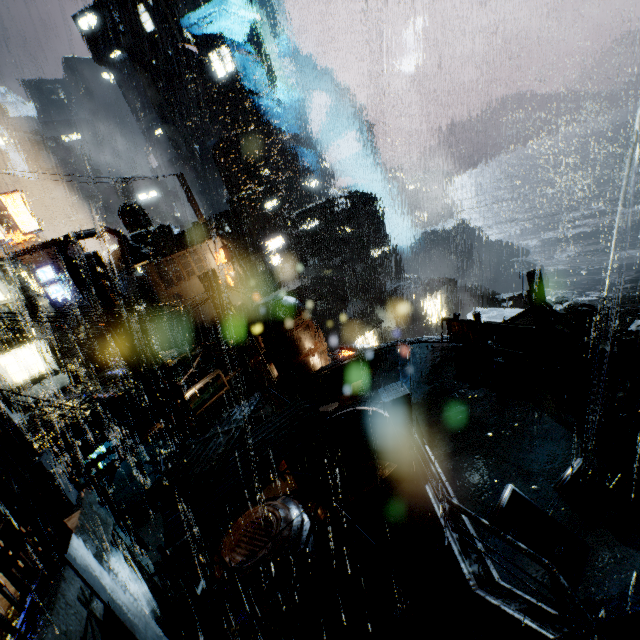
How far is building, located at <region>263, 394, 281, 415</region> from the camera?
19.6m

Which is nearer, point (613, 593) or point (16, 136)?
point (613, 593)

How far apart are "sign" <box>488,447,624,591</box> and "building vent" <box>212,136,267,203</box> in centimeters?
5559cm

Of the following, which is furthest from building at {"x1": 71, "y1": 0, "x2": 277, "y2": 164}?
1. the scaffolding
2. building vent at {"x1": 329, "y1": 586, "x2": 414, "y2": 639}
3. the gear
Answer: the gear

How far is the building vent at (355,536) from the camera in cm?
1195

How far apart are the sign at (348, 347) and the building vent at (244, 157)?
41.5 meters

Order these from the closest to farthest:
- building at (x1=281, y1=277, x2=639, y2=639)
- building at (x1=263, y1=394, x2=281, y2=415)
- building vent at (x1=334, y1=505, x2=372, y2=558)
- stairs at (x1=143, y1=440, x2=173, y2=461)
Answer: building at (x1=281, y1=277, x2=639, y2=639), building vent at (x1=334, y1=505, x2=372, y2=558), building at (x1=263, y1=394, x2=281, y2=415), stairs at (x1=143, y1=440, x2=173, y2=461)

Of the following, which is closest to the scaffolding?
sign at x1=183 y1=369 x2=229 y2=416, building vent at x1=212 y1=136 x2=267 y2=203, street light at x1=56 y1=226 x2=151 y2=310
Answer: street light at x1=56 y1=226 x2=151 y2=310
